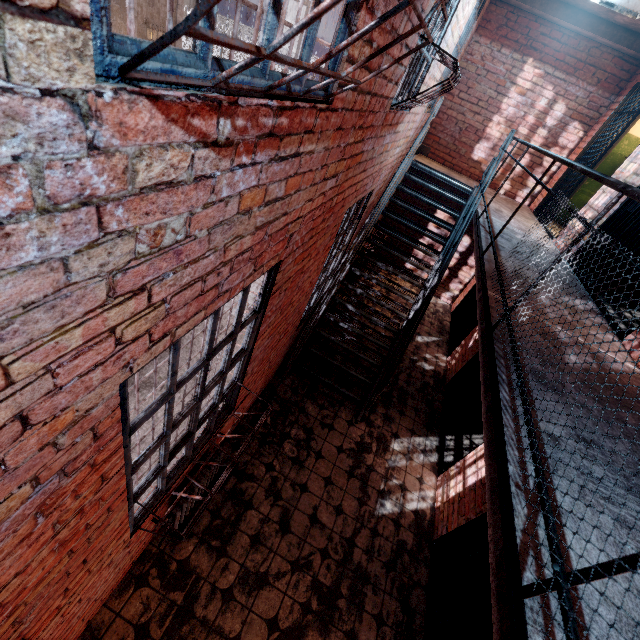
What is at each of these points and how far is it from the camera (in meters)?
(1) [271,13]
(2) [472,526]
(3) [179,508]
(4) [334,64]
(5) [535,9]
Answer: (1) metal bar, 1.03
(2) metal bar, 3.57
(3) radiator, 2.84
(4) metal bar, 1.59
(5) ceiling beam, 5.59

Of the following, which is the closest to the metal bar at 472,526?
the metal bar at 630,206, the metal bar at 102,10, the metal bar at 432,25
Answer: the metal bar at 102,10

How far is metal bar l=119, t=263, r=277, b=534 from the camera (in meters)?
1.68

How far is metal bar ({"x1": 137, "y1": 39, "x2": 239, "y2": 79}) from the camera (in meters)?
0.76

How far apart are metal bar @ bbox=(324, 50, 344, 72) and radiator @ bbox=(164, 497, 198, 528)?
3.1m

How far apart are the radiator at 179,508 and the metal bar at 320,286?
1.8 meters

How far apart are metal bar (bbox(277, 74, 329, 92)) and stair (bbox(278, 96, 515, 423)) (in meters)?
2.55

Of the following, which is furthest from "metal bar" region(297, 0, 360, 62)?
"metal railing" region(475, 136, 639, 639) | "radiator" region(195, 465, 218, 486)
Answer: "radiator" region(195, 465, 218, 486)
